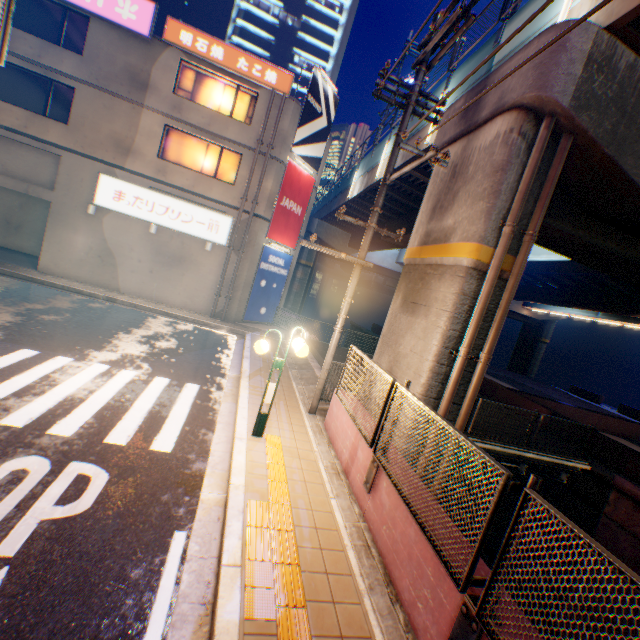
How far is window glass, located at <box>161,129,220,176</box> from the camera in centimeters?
1582cm

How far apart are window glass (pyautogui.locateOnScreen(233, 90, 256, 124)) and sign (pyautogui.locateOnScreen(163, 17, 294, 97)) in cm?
56

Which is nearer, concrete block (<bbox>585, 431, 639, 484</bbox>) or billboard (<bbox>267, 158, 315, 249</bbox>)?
concrete block (<bbox>585, 431, 639, 484</bbox>)

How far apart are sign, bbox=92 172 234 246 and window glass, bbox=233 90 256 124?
4.60m

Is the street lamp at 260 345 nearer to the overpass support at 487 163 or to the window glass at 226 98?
the overpass support at 487 163

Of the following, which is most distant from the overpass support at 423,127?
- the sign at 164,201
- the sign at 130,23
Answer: the sign at 130,23

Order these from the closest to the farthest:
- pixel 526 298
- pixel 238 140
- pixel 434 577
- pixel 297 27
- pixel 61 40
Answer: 1. pixel 434 577
2. pixel 61 40
3. pixel 238 140
4. pixel 526 298
5. pixel 297 27

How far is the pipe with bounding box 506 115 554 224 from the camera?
6.28m
